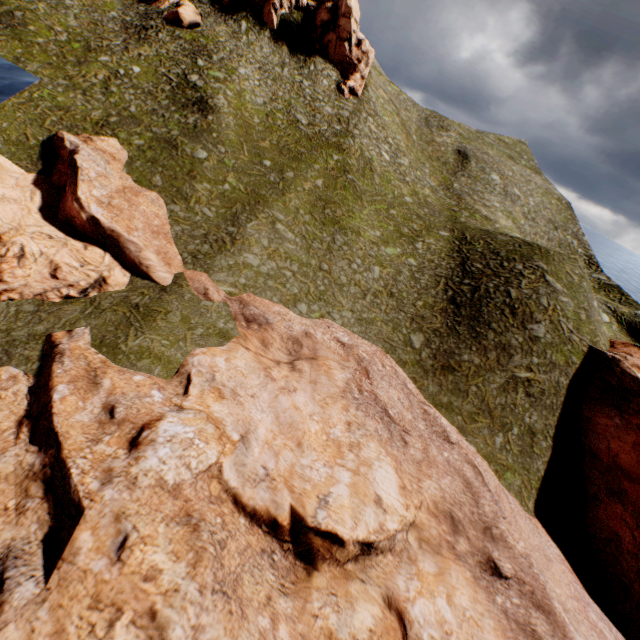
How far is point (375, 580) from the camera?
15.17m

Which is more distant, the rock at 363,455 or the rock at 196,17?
the rock at 196,17

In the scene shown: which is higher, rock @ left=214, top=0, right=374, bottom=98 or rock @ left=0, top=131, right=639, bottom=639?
rock @ left=214, top=0, right=374, bottom=98

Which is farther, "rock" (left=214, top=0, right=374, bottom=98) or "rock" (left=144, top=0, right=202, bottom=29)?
"rock" (left=214, top=0, right=374, bottom=98)

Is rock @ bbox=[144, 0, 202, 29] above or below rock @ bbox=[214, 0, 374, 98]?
below

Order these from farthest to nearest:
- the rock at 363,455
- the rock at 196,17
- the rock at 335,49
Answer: the rock at 335,49, the rock at 196,17, the rock at 363,455

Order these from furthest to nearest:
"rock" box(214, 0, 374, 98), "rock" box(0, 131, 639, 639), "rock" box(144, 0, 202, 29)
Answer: "rock" box(214, 0, 374, 98), "rock" box(144, 0, 202, 29), "rock" box(0, 131, 639, 639)

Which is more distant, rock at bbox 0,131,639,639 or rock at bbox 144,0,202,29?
rock at bbox 144,0,202,29
